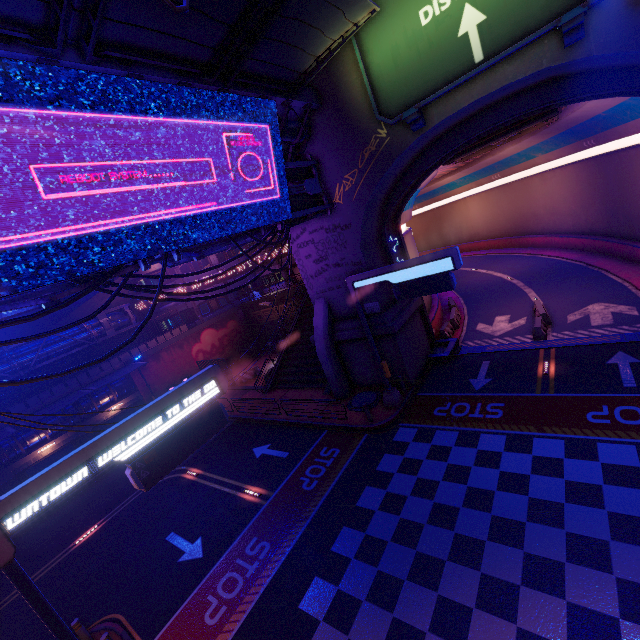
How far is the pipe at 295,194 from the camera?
14.86m

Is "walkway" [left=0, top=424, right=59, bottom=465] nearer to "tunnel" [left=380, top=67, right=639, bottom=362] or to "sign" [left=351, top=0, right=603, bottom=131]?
"tunnel" [left=380, top=67, right=639, bottom=362]

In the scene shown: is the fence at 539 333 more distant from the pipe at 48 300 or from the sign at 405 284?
the pipe at 48 300

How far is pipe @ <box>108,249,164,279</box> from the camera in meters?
9.1

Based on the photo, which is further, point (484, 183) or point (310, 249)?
point (484, 183)

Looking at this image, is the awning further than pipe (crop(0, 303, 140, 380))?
No

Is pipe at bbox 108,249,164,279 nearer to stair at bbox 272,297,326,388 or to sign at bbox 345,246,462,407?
sign at bbox 345,246,462,407

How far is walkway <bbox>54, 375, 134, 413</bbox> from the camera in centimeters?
2556cm
